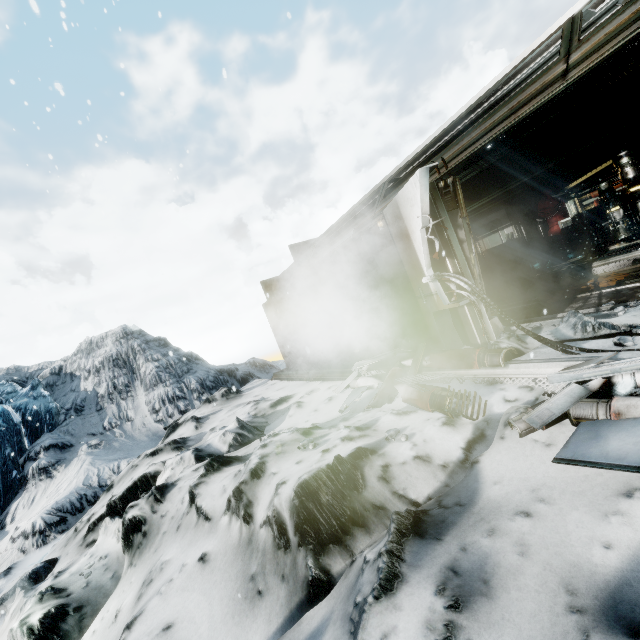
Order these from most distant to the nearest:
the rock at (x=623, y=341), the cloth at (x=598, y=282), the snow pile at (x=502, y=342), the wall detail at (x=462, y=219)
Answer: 1. the cloth at (x=598, y=282)
2. the wall detail at (x=462, y=219)
3. the snow pile at (x=502, y=342)
4. the rock at (x=623, y=341)

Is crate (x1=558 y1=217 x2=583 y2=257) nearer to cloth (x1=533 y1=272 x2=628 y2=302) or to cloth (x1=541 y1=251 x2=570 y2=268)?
cloth (x1=541 y1=251 x2=570 y2=268)

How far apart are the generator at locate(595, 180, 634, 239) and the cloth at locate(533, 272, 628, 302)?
0.96m

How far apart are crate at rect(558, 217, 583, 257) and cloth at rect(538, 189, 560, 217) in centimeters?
32cm

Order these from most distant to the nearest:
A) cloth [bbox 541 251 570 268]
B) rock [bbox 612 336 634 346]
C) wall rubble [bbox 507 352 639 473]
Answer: cloth [bbox 541 251 570 268], rock [bbox 612 336 634 346], wall rubble [bbox 507 352 639 473]

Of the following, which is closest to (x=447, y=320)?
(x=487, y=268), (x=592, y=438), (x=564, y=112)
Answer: (x=592, y=438)

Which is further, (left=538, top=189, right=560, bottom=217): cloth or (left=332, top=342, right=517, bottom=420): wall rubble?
(left=538, top=189, right=560, bottom=217): cloth

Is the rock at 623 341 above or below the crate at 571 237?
below
